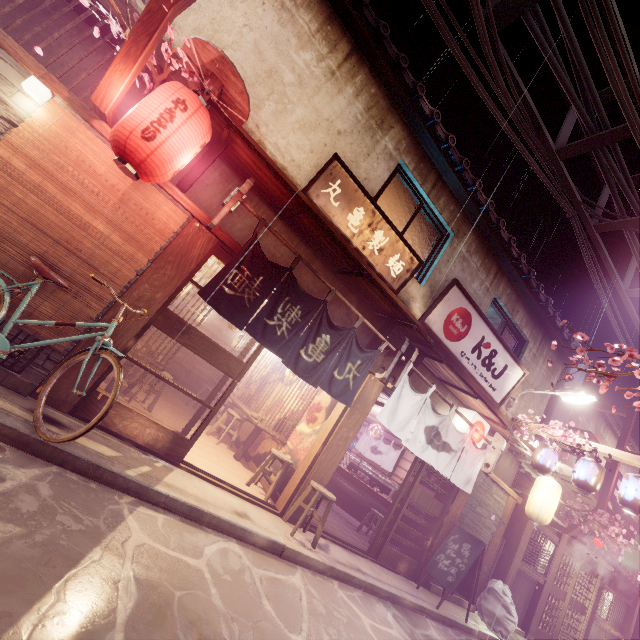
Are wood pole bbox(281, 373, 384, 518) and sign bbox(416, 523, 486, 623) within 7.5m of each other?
yes

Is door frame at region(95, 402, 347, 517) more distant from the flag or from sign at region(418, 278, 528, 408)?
sign at region(418, 278, 528, 408)

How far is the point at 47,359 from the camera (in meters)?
6.72

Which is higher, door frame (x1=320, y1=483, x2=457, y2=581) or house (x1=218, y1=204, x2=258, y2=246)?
house (x1=218, y1=204, x2=258, y2=246)

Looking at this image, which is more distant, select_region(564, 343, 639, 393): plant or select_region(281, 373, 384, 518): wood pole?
select_region(281, 373, 384, 518): wood pole

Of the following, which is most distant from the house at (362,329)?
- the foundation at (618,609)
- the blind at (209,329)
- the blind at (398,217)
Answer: the foundation at (618,609)

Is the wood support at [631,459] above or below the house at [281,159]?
below

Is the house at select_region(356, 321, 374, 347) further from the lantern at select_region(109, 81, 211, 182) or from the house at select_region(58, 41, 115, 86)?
the lantern at select_region(109, 81, 211, 182)
